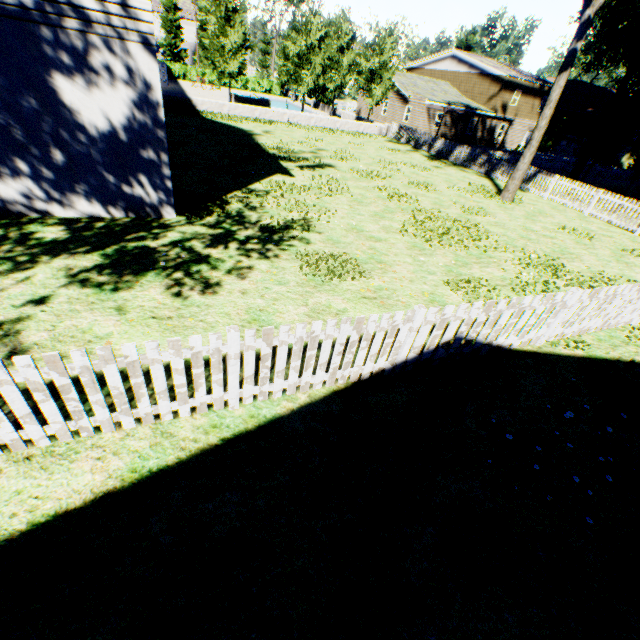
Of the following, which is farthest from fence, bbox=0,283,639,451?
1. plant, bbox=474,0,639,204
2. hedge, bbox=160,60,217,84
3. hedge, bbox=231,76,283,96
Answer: hedge, bbox=160,60,217,84

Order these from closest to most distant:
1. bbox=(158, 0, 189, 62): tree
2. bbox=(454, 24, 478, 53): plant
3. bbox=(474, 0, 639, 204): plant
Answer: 1. bbox=(474, 0, 639, 204): plant
2. bbox=(454, 24, 478, 53): plant
3. bbox=(158, 0, 189, 62): tree

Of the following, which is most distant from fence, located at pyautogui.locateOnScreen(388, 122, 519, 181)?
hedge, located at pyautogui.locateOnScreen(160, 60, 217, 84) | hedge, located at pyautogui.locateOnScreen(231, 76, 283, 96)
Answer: hedge, located at pyautogui.locateOnScreen(160, 60, 217, 84)

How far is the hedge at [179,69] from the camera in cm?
4659

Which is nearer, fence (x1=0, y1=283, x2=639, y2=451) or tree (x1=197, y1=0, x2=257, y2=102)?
fence (x1=0, y1=283, x2=639, y2=451)

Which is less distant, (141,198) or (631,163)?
(141,198)

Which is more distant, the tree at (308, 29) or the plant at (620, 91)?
the tree at (308, 29)

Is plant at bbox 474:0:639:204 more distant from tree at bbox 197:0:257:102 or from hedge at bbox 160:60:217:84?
hedge at bbox 160:60:217:84
